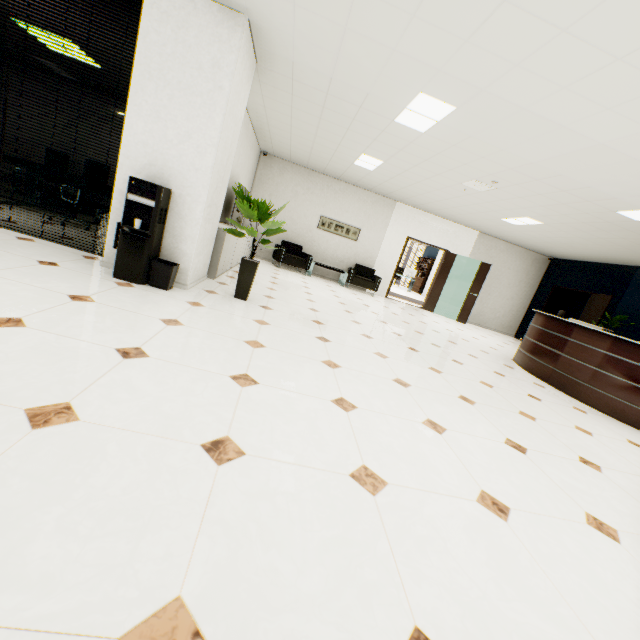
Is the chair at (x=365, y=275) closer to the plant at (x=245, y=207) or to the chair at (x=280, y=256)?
the chair at (x=280, y=256)

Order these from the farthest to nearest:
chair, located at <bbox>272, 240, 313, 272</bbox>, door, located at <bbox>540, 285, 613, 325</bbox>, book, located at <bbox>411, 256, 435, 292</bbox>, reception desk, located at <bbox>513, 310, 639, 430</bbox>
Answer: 1. book, located at <bbox>411, 256, 435, 292</bbox>
2. chair, located at <bbox>272, 240, 313, 272</bbox>
3. door, located at <bbox>540, 285, 613, 325</bbox>
4. reception desk, located at <bbox>513, 310, 639, 430</bbox>

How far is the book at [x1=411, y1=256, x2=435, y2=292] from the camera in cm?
1919

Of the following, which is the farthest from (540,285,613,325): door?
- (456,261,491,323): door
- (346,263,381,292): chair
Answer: (346,263,381,292): chair

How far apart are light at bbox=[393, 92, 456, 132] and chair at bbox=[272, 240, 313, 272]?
5.11m

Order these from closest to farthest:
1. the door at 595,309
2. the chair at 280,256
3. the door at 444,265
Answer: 1. the door at 595,309
2. the chair at 280,256
3. the door at 444,265

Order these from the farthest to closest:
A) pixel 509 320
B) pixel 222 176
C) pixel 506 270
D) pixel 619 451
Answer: pixel 509 320, pixel 506 270, pixel 222 176, pixel 619 451

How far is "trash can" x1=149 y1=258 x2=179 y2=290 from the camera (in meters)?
3.60
